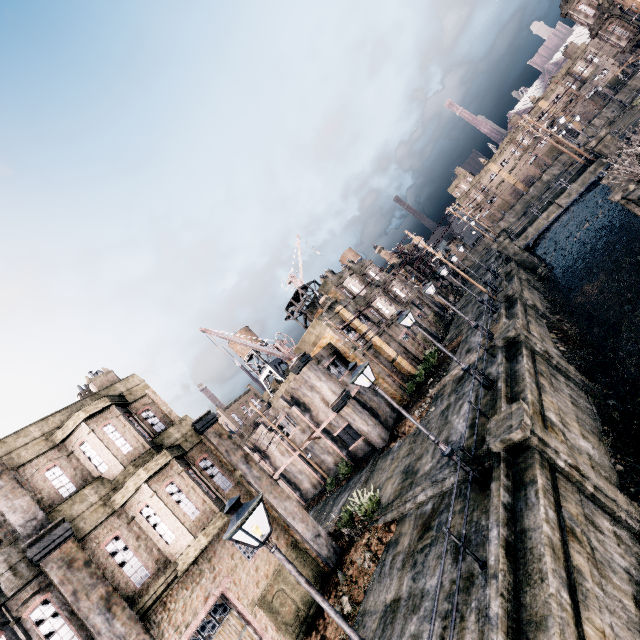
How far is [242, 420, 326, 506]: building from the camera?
30.05m

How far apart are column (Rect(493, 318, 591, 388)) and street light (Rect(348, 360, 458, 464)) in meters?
9.6 m

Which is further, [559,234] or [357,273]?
[559,234]

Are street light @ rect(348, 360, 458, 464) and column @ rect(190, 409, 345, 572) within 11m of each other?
yes

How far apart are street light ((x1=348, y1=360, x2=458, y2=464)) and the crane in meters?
14.3

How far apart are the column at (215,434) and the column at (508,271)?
29.11m

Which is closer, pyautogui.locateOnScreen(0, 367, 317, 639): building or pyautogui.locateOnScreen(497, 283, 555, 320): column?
pyautogui.locateOnScreen(0, 367, 317, 639): building

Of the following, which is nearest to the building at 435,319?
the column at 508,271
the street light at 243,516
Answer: the column at 508,271
